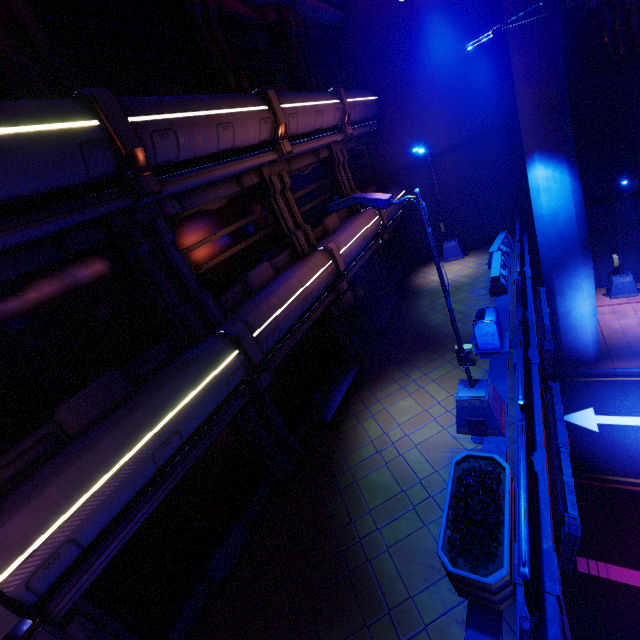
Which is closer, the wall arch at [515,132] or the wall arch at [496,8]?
the wall arch at [496,8]

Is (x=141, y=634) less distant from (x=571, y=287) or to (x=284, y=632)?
(x=284, y=632)

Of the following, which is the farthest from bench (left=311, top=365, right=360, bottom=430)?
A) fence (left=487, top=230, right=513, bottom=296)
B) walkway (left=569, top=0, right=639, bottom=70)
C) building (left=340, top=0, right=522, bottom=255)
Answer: building (left=340, top=0, right=522, bottom=255)

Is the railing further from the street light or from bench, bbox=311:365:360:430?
the street light

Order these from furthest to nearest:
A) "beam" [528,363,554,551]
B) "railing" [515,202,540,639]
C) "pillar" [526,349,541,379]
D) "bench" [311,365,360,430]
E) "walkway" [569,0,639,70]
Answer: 1. "bench" [311,365,360,430]
2. "pillar" [526,349,541,379]
3. "walkway" [569,0,639,70]
4. "beam" [528,363,554,551]
5. "railing" [515,202,540,639]

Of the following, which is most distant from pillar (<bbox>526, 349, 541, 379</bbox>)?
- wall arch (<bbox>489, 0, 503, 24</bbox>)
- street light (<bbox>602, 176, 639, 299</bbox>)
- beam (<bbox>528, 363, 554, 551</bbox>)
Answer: wall arch (<bbox>489, 0, 503, 24</bbox>)

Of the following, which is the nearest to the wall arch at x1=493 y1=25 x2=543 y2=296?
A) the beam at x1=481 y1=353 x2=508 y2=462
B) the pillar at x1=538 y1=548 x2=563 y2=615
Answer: the beam at x1=481 y1=353 x2=508 y2=462

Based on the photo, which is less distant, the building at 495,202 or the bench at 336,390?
the bench at 336,390
